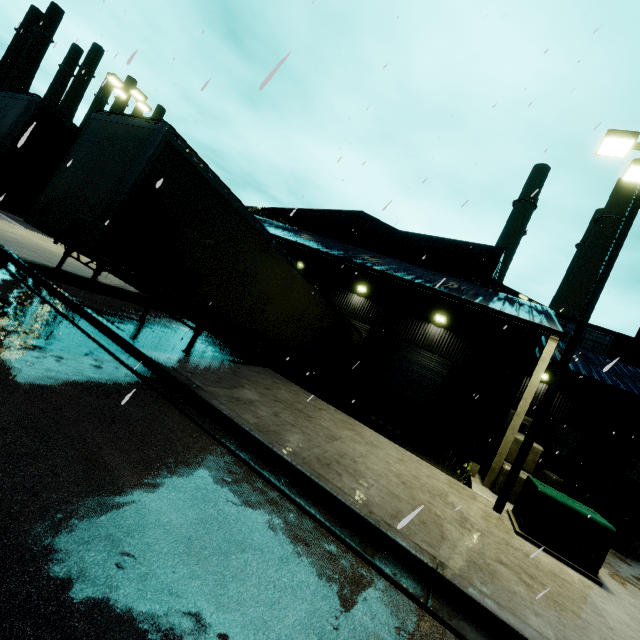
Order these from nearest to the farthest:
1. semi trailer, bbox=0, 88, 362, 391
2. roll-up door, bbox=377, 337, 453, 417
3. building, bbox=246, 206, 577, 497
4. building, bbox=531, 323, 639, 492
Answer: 1. semi trailer, bbox=0, 88, 362, 391
2. building, bbox=246, 206, 577, 497
3. building, bbox=531, 323, 639, 492
4. roll-up door, bbox=377, 337, 453, 417

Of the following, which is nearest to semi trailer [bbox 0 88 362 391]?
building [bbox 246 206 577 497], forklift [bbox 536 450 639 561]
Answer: building [bbox 246 206 577 497]

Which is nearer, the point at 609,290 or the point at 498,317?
the point at 609,290

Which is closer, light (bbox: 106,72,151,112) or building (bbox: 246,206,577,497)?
building (bbox: 246,206,577,497)

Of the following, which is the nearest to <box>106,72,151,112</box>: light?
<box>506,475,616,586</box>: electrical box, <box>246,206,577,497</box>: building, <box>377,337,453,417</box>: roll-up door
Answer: <box>246,206,577,497</box>: building

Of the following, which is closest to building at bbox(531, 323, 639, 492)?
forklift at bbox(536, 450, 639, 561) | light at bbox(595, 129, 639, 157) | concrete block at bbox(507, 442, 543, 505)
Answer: concrete block at bbox(507, 442, 543, 505)

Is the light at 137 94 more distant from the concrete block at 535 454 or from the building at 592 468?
the concrete block at 535 454

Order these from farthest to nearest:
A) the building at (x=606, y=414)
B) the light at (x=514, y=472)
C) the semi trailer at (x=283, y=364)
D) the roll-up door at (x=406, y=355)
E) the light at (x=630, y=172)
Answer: the roll-up door at (x=406, y=355), the building at (x=606, y=414), the light at (x=630, y=172), the light at (x=514, y=472), the semi trailer at (x=283, y=364)
